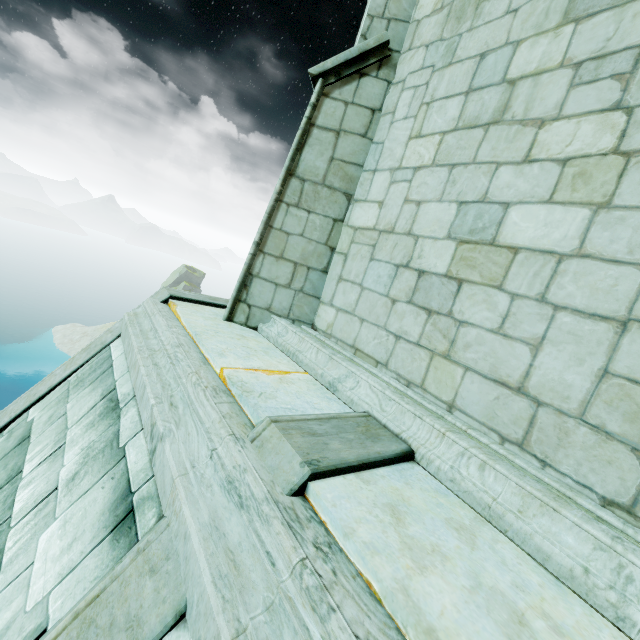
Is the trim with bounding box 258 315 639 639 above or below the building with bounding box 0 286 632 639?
above

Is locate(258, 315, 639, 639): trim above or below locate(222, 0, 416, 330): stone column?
below

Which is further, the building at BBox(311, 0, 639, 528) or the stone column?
the stone column

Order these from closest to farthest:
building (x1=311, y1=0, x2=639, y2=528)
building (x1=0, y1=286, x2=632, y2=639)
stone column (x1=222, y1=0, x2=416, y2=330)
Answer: building (x1=0, y1=286, x2=632, y2=639) < building (x1=311, y1=0, x2=639, y2=528) < stone column (x1=222, y1=0, x2=416, y2=330)

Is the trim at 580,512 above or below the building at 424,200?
below

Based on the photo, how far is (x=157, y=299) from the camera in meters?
4.9 m
